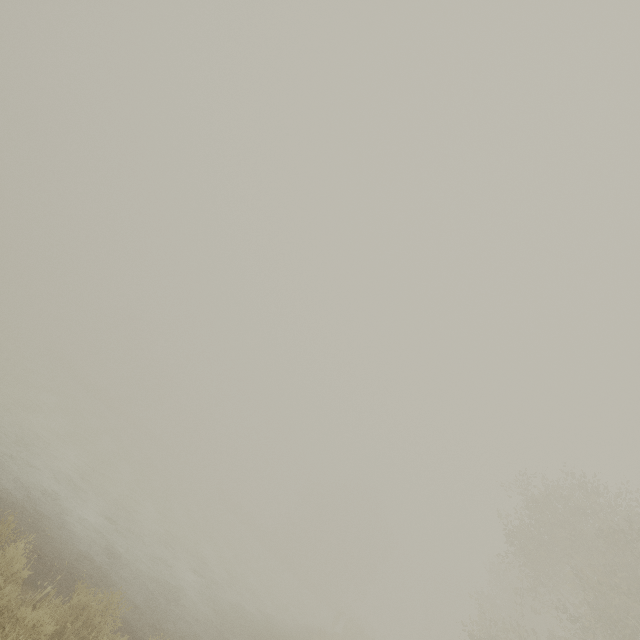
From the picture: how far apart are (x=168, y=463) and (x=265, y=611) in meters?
35.6 m
